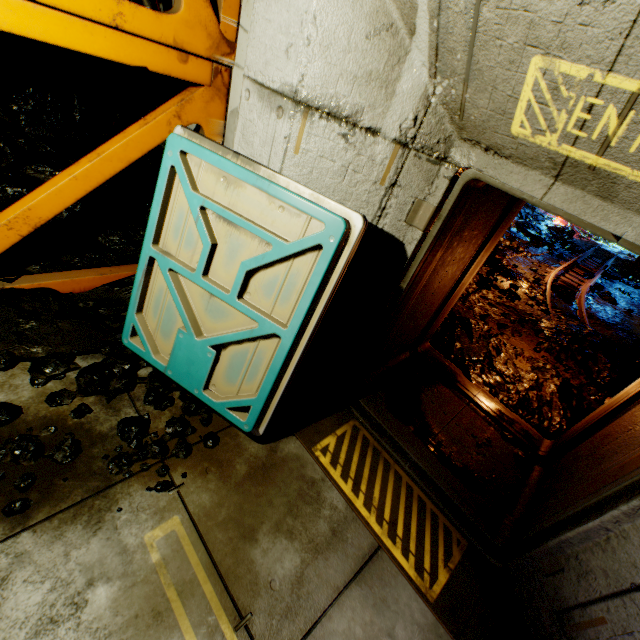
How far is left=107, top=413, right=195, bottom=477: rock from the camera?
2.39m

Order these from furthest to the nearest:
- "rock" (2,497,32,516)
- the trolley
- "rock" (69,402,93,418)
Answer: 1. the trolley
2. "rock" (69,402,93,418)
3. "rock" (2,497,32,516)

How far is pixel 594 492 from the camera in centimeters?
215cm

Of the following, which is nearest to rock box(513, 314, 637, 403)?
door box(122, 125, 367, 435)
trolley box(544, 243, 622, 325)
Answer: trolley box(544, 243, 622, 325)

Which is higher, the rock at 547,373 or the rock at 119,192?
the rock at 119,192

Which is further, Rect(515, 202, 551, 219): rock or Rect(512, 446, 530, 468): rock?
Rect(515, 202, 551, 219): rock

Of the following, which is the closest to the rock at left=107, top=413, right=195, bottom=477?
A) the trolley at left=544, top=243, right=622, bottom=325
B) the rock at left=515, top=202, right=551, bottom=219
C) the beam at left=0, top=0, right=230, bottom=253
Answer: the beam at left=0, top=0, right=230, bottom=253

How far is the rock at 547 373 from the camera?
4.2m
